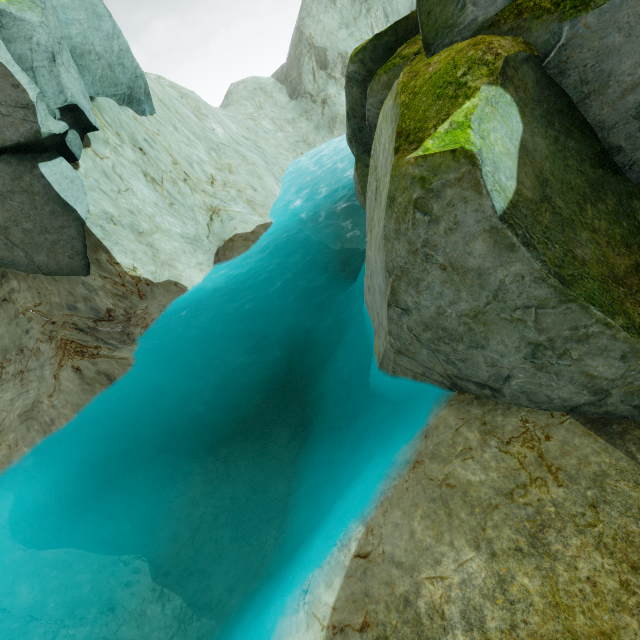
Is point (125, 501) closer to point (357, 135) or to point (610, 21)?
point (357, 135)

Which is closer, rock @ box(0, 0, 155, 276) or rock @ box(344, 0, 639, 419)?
rock @ box(344, 0, 639, 419)

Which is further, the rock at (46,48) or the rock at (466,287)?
the rock at (46,48)
